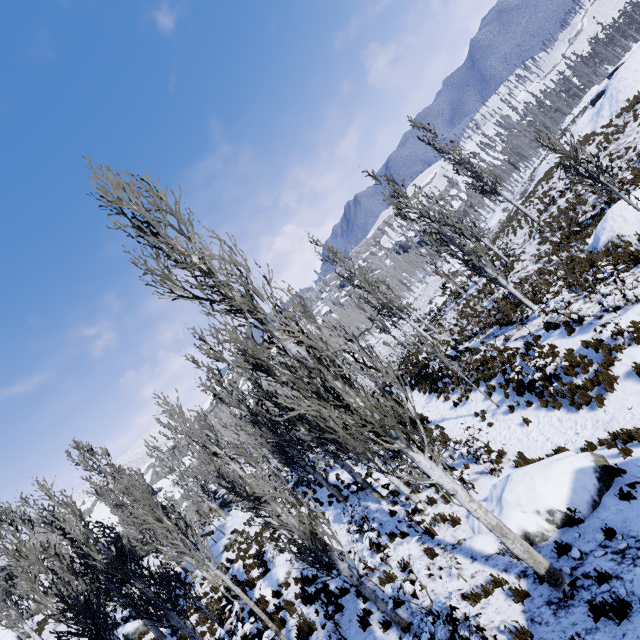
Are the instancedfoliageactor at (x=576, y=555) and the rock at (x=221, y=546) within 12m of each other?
no

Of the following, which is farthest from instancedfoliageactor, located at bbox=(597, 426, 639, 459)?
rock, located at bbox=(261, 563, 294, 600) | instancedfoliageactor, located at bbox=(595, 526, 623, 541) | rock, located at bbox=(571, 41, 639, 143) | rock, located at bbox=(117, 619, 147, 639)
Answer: rock, located at bbox=(571, 41, 639, 143)

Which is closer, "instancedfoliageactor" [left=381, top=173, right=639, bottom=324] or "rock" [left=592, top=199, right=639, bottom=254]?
"instancedfoliageactor" [left=381, top=173, right=639, bottom=324]

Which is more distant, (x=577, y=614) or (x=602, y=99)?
(x=602, y=99)

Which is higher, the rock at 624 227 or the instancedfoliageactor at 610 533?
the rock at 624 227

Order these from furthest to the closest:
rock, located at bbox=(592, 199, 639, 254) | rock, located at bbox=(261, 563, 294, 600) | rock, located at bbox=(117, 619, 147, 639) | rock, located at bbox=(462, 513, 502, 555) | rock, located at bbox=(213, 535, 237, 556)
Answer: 1. rock, located at bbox=(213, 535, 237, 556)
2. rock, located at bbox=(117, 619, 147, 639)
3. rock, located at bbox=(261, 563, 294, 600)
4. rock, located at bbox=(592, 199, 639, 254)
5. rock, located at bbox=(462, 513, 502, 555)

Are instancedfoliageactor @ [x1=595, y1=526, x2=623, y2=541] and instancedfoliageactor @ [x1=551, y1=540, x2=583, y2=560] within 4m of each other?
yes

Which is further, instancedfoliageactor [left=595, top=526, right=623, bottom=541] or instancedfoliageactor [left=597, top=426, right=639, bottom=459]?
instancedfoliageactor [left=597, top=426, right=639, bottom=459]
